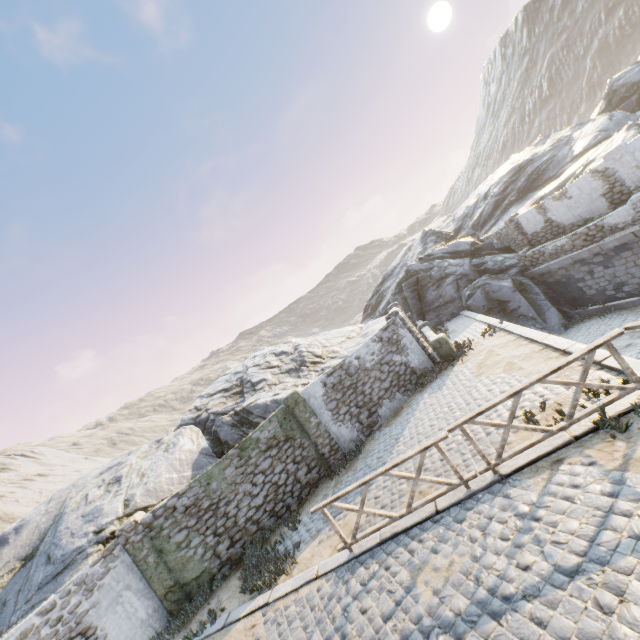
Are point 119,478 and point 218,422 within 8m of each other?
yes

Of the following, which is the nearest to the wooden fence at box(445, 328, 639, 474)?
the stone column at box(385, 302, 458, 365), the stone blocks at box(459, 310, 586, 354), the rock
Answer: the stone blocks at box(459, 310, 586, 354)

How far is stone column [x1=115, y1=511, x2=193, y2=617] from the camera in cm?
952

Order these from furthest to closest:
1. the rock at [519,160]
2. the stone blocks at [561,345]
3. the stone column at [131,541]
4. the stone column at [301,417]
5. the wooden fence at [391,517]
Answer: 1. the stone column at [301,417]
2. the rock at [519,160]
3. the stone column at [131,541]
4. the stone blocks at [561,345]
5. the wooden fence at [391,517]

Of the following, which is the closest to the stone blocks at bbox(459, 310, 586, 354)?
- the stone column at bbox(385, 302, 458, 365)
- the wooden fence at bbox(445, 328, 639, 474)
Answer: the wooden fence at bbox(445, 328, 639, 474)

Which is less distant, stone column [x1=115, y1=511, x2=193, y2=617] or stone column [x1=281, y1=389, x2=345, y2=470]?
stone column [x1=115, y1=511, x2=193, y2=617]

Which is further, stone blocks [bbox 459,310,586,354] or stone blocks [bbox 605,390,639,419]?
stone blocks [bbox 459,310,586,354]

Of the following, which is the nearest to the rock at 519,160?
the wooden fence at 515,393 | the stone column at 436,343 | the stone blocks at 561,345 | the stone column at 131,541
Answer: the stone blocks at 561,345
